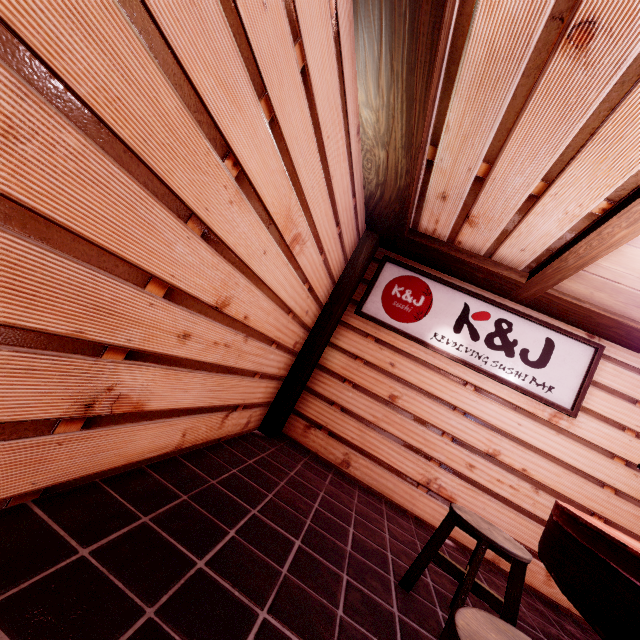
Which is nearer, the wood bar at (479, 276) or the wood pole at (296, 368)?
the wood bar at (479, 276)

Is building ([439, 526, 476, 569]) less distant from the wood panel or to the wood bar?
the wood bar

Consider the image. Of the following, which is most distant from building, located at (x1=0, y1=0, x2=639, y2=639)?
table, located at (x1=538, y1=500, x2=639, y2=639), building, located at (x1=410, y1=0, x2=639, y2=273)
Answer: building, located at (x1=410, y1=0, x2=639, y2=273)

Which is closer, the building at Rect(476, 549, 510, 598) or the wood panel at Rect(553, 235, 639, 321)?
the wood panel at Rect(553, 235, 639, 321)

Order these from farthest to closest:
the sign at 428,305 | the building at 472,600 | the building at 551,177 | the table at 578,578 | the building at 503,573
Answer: the sign at 428,305
the building at 503,573
the building at 472,600
the building at 551,177
the table at 578,578

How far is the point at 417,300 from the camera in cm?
759

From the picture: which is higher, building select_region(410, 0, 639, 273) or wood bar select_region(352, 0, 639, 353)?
building select_region(410, 0, 639, 273)

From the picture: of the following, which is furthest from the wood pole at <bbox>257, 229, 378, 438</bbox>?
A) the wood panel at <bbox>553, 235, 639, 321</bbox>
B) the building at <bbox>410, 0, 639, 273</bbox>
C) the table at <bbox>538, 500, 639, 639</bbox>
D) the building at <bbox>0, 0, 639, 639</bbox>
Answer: the table at <bbox>538, 500, 639, 639</bbox>
